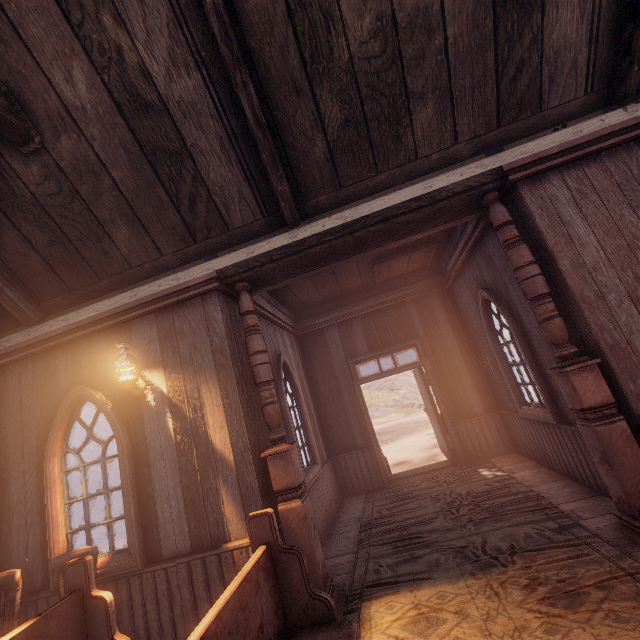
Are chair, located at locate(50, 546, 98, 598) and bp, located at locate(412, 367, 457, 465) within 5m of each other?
no

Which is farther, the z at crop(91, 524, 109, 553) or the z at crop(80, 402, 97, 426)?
the z at crop(80, 402, 97, 426)

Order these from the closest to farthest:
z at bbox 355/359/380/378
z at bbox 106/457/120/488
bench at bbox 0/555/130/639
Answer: bench at bbox 0/555/130/639
z at bbox 106/457/120/488
z at bbox 355/359/380/378

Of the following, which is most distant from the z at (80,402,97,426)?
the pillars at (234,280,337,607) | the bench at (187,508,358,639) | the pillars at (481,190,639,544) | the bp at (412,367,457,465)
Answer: the bench at (187,508,358,639)

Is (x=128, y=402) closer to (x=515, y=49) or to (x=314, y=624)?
(x=314, y=624)

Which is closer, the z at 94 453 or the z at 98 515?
the z at 98 515

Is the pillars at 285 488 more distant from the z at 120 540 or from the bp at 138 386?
the z at 120 540
